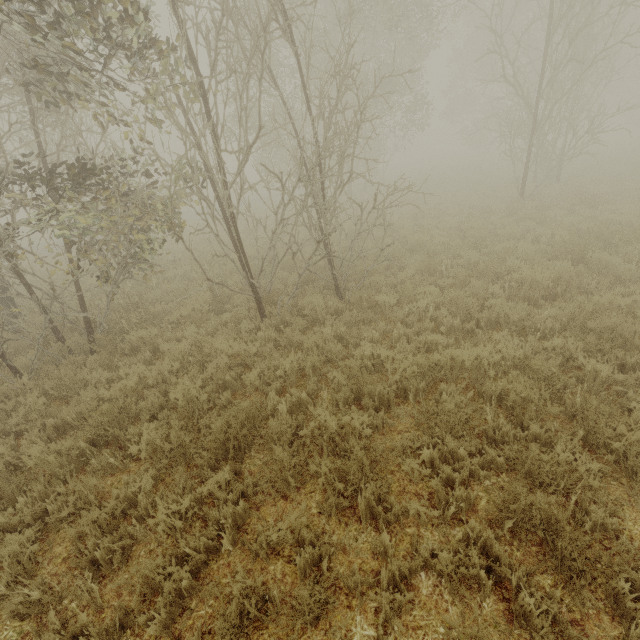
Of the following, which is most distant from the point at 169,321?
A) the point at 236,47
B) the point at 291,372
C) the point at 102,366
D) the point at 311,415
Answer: the point at 236,47
